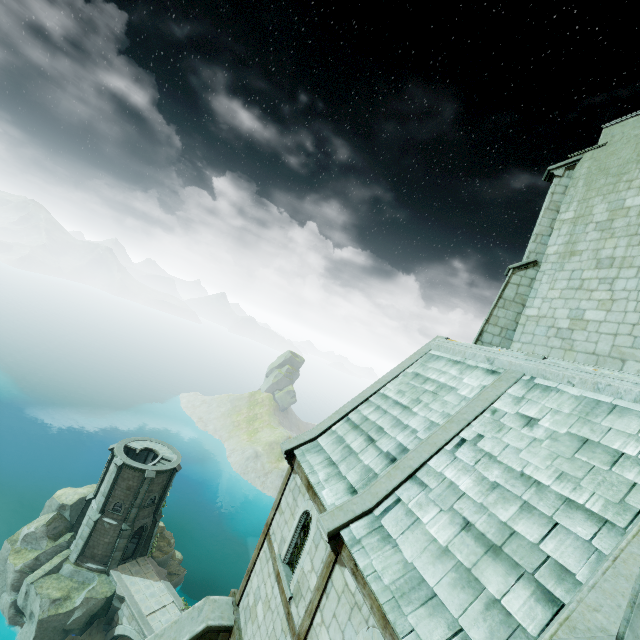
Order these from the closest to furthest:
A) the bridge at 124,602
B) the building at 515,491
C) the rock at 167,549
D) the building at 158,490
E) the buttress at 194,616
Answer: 1. the building at 515,491
2. the buttress at 194,616
3. the bridge at 124,602
4. the building at 158,490
5. the rock at 167,549

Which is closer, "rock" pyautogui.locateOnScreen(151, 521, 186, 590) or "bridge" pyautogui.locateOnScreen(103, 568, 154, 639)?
"bridge" pyautogui.locateOnScreen(103, 568, 154, 639)

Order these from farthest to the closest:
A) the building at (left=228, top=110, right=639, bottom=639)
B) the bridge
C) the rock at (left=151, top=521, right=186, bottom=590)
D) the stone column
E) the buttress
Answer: the rock at (left=151, top=521, right=186, bottom=590)
the bridge
the stone column
the buttress
the building at (left=228, top=110, right=639, bottom=639)

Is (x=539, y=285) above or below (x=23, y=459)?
above

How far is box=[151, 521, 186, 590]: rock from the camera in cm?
3466

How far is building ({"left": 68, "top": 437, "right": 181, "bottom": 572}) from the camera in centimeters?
3123cm

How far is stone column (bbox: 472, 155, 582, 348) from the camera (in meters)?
12.20

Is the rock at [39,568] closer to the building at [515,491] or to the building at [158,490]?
the building at [158,490]
